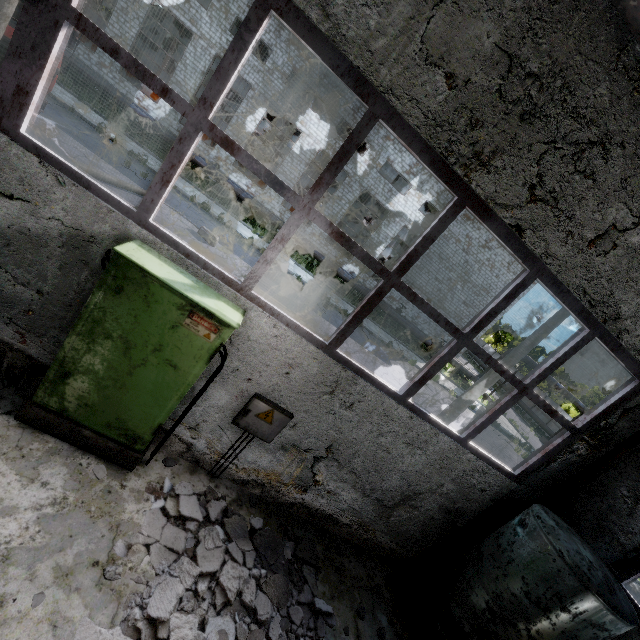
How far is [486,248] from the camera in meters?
27.8 m

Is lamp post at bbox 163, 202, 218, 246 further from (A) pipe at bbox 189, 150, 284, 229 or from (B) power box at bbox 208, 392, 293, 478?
(B) power box at bbox 208, 392, 293, 478

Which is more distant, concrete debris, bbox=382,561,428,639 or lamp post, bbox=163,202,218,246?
lamp post, bbox=163,202,218,246

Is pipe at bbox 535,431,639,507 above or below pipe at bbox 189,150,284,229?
above

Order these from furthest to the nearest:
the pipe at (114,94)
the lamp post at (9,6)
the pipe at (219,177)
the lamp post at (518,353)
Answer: the pipe at (219,177)
the pipe at (114,94)
the lamp post at (518,353)
the lamp post at (9,6)

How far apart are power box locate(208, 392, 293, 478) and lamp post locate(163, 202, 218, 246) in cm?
989

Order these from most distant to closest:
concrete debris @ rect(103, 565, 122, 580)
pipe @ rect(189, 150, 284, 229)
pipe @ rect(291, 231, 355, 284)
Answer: pipe @ rect(291, 231, 355, 284), pipe @ rect(189, 150, 284, 229), concrete debris @ rect(103, 565, 122, 580)

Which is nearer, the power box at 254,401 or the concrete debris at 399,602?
the power box at 254,401
